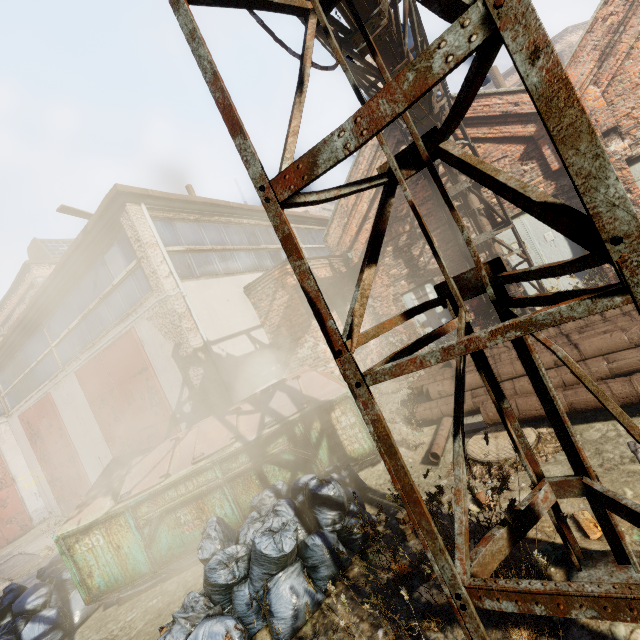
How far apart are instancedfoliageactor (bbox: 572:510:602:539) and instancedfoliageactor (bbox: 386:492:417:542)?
1.2m

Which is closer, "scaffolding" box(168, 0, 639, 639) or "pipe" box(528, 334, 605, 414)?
"scaffolding" box(168, 0, 639, 639)

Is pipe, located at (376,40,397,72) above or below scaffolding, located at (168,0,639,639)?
above

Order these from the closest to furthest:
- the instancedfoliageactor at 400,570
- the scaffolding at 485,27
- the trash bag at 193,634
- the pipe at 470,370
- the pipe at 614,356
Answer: the scaffolding at 485,27 → the instancedfoliageactor at 400,570 → the trash bag at 193,634 → the pipe at 614,356 → the pipe at 470,370

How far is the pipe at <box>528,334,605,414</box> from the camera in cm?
373

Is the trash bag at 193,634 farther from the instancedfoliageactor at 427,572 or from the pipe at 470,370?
the pipe at 470,370

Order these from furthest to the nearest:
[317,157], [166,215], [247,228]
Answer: [247,228]
[166,215]
[317,157]
